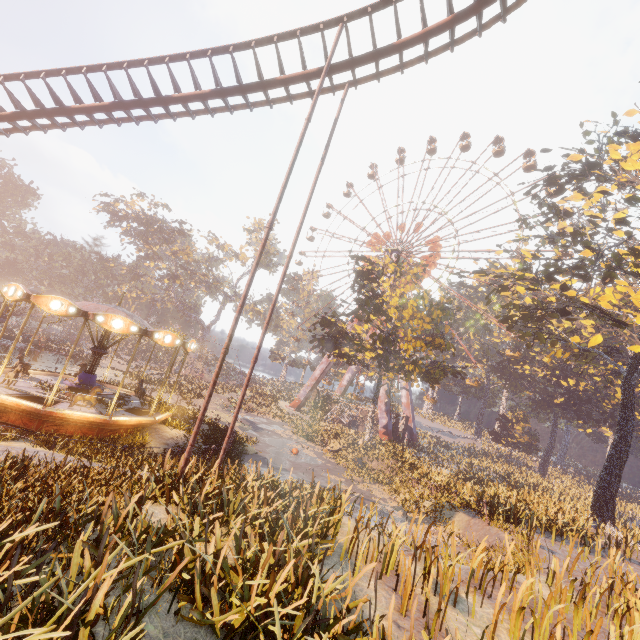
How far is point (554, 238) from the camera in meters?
26.6 m

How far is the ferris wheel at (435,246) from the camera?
42.1m

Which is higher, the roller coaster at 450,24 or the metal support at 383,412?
the roller coaster at 450,24

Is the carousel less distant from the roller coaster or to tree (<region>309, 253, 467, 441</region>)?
the roller coaster

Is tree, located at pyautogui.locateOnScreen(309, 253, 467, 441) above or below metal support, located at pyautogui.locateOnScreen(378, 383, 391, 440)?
above

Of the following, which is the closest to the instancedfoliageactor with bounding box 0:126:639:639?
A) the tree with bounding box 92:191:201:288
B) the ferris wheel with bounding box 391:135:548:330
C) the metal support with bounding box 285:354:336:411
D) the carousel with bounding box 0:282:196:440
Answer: the carousel with bounding box 0:282:196:440

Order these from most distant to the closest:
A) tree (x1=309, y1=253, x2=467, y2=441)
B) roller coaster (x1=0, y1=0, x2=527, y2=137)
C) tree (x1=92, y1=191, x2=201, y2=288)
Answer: tree (x1=92, y1=191, x2=201, y2=288) < tree (x1=309, y1=253, x2=467, y2=441) < roller coaster (x1=0, y1=0, x2=527, y2=137)

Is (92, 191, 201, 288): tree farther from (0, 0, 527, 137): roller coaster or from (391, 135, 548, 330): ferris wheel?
(391, 135, 548, 330): ferris wheel
